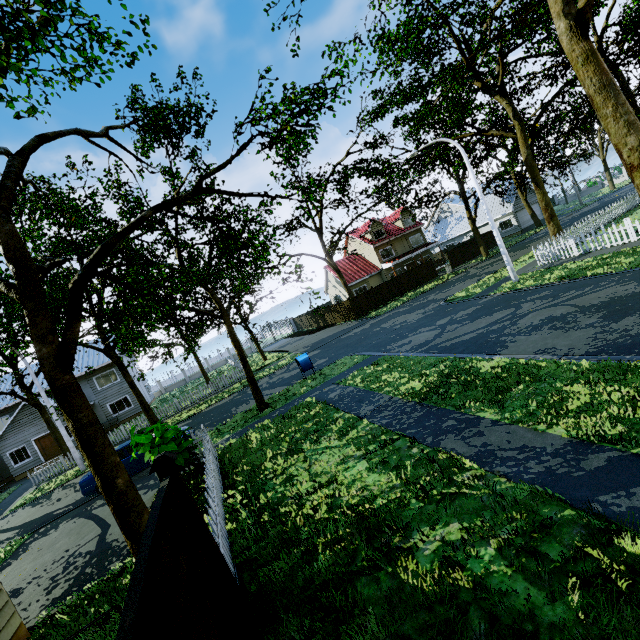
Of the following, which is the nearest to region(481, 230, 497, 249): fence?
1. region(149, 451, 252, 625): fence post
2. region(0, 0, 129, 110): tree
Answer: region(149, 451, 252, 625): fence post

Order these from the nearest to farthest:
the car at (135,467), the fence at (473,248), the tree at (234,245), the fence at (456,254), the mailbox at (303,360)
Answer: the tree at (234,245), the car at (135,467), the mailbox at (303,360), the fence at (456,254), the fence at (473,248)

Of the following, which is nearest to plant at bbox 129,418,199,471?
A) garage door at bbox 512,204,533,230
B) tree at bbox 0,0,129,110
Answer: tree at bbox 0,0,129,110

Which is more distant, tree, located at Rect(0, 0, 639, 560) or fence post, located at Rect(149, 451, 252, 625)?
tree, located at Rect(0, 0, 639, 560)

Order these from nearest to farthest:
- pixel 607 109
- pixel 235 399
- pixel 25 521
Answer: pixel 607 109, pixel 25 521, pixel 235 399

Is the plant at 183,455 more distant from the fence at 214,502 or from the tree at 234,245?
the tree at 234,245

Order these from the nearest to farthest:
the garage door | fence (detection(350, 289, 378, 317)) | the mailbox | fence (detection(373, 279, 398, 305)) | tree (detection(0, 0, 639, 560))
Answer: tree (detection(0, 0, 639, 560)), the mailbox, fence (detection(350, 289, 378, 317)), fence (detection(373, 279, 398, 305)), the garage door

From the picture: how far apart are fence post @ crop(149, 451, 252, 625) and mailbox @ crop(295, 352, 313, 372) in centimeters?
1245cm
